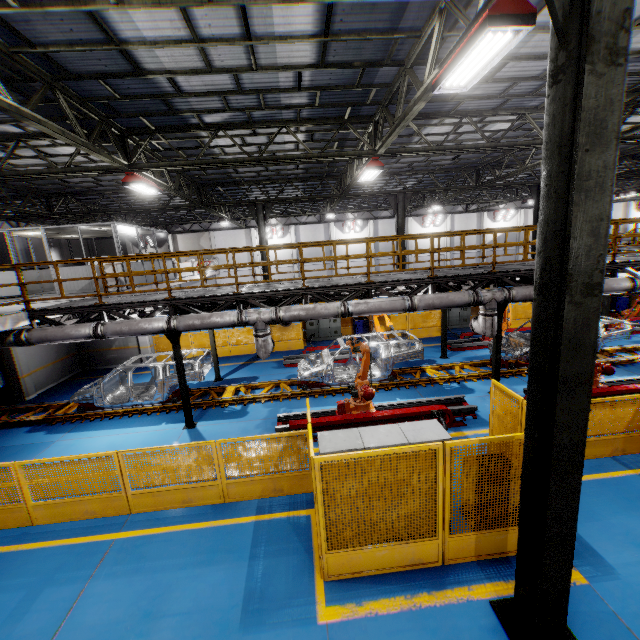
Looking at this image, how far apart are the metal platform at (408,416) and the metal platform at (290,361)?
4.88m

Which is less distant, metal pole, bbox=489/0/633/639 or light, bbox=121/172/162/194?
metal pole, bbox=489/0/633/639

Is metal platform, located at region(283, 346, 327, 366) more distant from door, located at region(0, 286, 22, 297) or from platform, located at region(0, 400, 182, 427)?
door, located at region(0, 286, 22, 297)

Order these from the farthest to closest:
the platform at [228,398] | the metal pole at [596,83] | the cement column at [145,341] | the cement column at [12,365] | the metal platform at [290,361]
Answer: the cement column at [145,341]
the metal platform at [290,361]
the cement column at [12,365]
the platform at [228,398]
the metal pole at [596,83]

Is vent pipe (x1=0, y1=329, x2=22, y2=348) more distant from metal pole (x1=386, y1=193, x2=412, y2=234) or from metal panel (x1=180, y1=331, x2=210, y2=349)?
metal pole (x1=386, y1=193, x2=412, y2=234)

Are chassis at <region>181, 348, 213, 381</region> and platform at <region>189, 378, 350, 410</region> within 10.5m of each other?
yes

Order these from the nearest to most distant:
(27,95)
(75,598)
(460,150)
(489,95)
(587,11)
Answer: (587,11)
(75,598)
(27,95)
(489,95)
(460,150)

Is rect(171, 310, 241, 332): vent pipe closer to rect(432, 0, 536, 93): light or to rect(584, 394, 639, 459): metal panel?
rect(584, 394, 639, 459): metal panel
